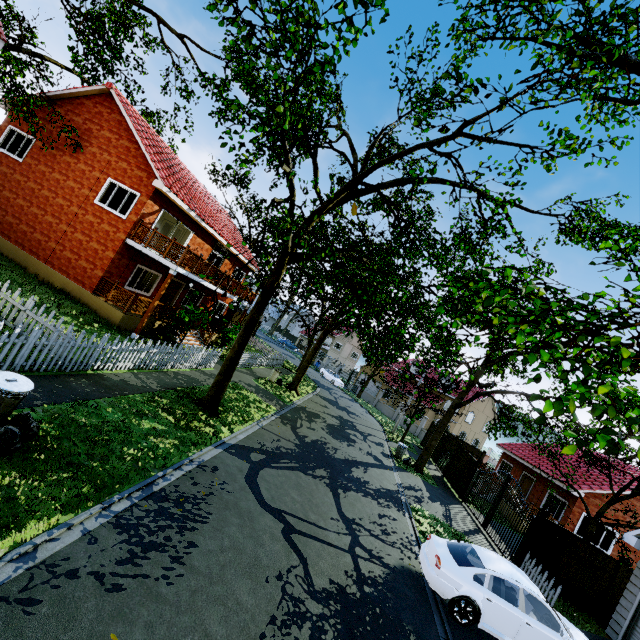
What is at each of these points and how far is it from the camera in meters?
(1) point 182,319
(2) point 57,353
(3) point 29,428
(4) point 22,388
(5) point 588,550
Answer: (1) plant, 16.3
(2) fence, 8.2
(3) trash bag, 5.6
(4) trash can, 5.5
(5) fence, 11.8

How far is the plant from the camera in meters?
16.0 m

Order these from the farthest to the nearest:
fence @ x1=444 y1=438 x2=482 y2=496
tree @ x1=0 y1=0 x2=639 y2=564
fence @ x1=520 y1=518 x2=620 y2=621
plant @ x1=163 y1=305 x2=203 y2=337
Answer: fence @ x1=444 y1=438 x2=482 y2=496 < plant @ x1=163 y1=305 x2=203 y2=337 < fence @ x1=520 y1=518 x2=620 y2=621 < tree @ x1=0 y1=0 x2=639 y2=564

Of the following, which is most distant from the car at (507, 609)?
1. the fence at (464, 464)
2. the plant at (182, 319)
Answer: the fence at (464, 464)

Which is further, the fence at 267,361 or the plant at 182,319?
the fence at 267,361

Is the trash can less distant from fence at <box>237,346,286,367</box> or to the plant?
fence at <box>237,346,286,367</box>

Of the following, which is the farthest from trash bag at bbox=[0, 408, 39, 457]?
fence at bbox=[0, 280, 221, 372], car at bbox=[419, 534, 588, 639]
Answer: car at bbox=[419, 534, 588, 639]

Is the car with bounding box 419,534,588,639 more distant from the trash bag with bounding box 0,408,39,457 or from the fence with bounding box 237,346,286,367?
the trash bag with bounding box 0,408,39,457
